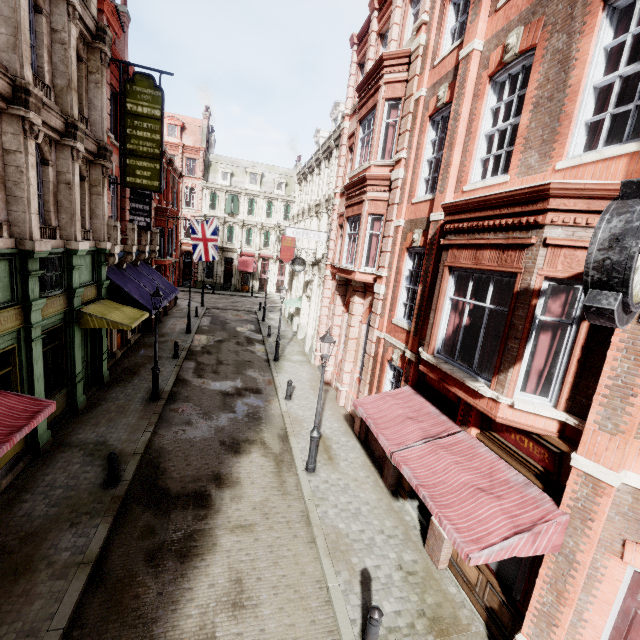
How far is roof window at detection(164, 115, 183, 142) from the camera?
40.4 meters

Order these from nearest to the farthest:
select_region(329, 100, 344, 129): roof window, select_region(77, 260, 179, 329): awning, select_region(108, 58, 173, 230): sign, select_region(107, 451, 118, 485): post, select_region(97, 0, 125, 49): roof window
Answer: select_region(107, 451, 118, 485): post < select_region(77, 260, 179, 329): awning < select_region(108, 58, 173, 230): sign < select_region(97, 0, 125, 49): roof window < select_region(329, 100, 344, 129): roof window

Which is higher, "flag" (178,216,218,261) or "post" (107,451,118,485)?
"flag" (178,216,218,261)

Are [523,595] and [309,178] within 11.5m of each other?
no

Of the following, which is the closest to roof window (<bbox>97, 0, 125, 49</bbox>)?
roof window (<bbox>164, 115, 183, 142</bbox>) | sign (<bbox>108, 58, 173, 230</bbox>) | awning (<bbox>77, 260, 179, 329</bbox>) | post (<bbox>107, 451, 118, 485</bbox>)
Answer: sign (<bbox>108, 58, 173, 230</bbox>)

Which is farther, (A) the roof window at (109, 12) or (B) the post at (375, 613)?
(A) the roof window at (109, 12)

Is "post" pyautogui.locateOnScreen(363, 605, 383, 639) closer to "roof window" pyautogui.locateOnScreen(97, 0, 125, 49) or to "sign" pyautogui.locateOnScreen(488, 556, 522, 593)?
"sign" pyautogui.locateOnScreen(488, 556, 522, 593)

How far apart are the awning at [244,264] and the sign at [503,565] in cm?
4049
